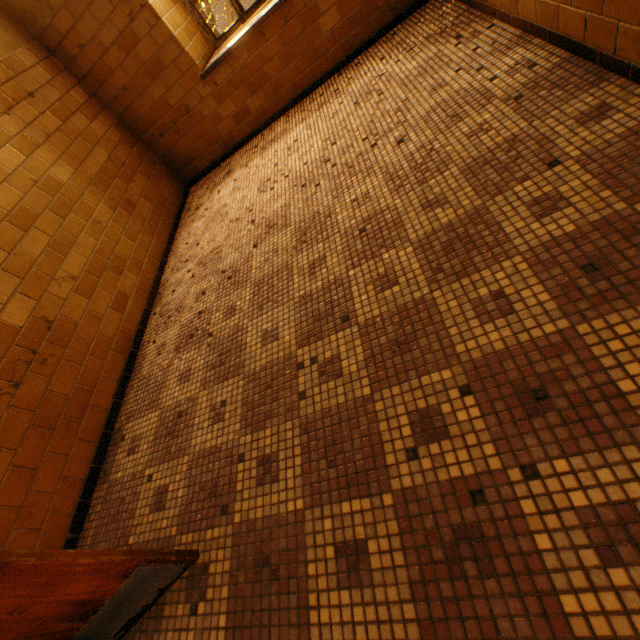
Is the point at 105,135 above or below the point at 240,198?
above
